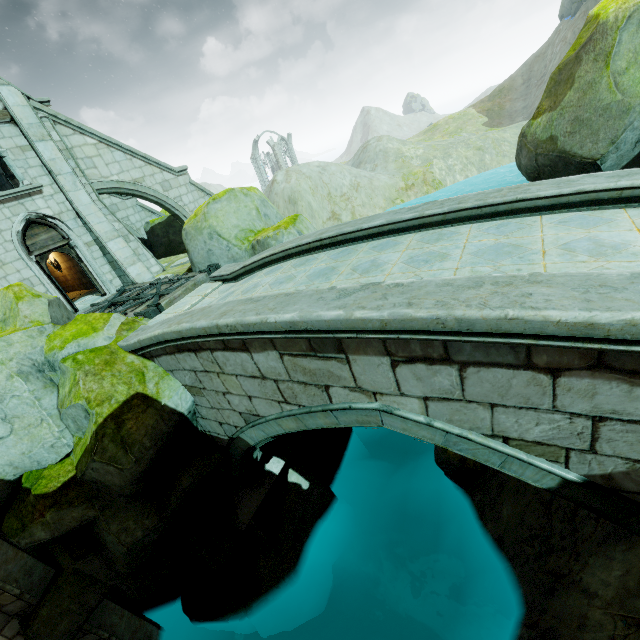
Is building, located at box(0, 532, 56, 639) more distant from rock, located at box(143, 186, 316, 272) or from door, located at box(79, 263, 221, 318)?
rock, located at box(143, 186, 316, 272)

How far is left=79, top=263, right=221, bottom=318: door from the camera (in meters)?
8.55

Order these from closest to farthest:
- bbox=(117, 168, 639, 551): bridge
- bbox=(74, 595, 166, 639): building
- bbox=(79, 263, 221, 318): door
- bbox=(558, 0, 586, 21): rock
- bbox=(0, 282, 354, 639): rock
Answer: bbox=(117, 168, 639, 551): bridge
bbox=(0, 282, 354, 639): rock
bbox=(74, 595, 166, 639): building
bbox=(79, 263, 221, 318): door
bbox=(558, 0, 586, 21): rock

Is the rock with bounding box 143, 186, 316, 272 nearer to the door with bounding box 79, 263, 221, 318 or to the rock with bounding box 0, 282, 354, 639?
the door with bounding box 79, 263, 221, 318

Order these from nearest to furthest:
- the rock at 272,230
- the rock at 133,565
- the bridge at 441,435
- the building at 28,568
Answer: the bridge at 441,435 < the rock at 133,565 < the building at 28,568 < the rock at 272,230

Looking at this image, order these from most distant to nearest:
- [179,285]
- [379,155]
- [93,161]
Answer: [379,155], [93,161], [179,285]

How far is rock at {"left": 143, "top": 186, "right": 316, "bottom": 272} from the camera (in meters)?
9.84

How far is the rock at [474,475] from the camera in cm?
881
